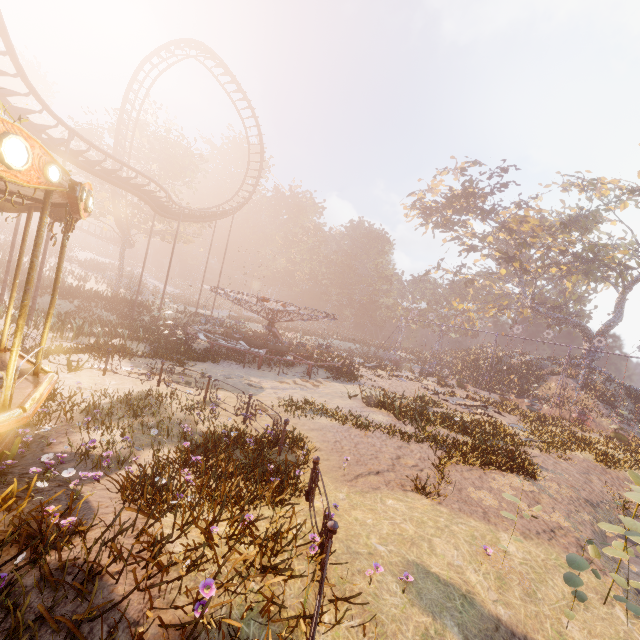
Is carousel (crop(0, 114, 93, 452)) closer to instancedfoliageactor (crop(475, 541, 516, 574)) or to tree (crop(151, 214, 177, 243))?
instancedfoliageactor (crop(475, 541, 516, 574))

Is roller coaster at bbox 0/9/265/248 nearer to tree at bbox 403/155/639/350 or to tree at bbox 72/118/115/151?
tree at bbox 72/118/115/151

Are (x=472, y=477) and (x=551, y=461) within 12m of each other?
yes

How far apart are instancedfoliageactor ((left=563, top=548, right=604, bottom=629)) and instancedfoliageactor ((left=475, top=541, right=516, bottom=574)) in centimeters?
100cm

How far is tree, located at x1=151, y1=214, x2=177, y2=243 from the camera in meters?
36.0

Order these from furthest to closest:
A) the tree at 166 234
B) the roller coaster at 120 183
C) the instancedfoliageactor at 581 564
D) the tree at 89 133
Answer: the tree at 166 234, the tree at 89 133, the roller coaster at 120 183, the instancedfoliageactor at 581 564

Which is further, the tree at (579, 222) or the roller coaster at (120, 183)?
the tree at (579, 222)
